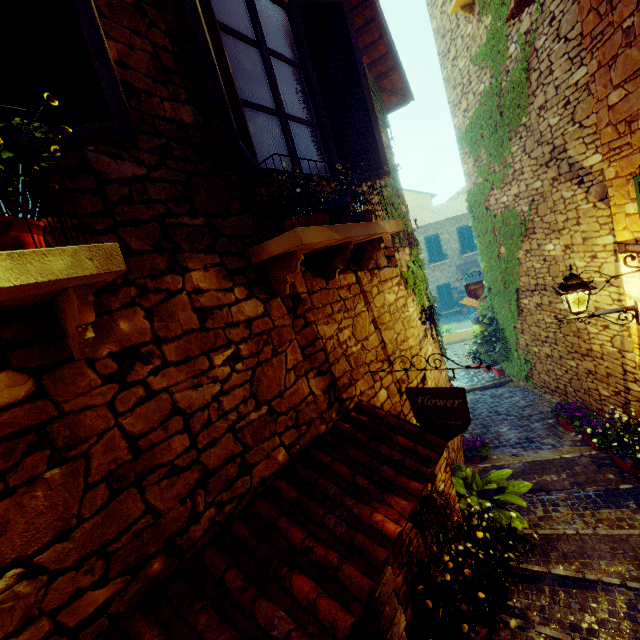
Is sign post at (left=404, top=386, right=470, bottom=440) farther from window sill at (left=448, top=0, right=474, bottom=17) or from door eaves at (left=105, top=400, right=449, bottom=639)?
window sill at (left=448, top=0, right=474, bottom=17)

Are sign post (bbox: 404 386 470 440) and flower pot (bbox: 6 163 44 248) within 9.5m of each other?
yes

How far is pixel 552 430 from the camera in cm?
680

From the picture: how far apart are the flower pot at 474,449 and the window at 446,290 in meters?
18.9

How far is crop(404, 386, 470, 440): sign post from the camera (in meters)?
2.60

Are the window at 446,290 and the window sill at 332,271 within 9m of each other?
no

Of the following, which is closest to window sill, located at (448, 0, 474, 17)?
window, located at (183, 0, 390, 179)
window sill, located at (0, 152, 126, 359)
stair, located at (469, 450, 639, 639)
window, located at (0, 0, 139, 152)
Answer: window, located at (183, 0, 390, 179)

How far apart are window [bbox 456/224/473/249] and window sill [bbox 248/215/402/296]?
23.36m
